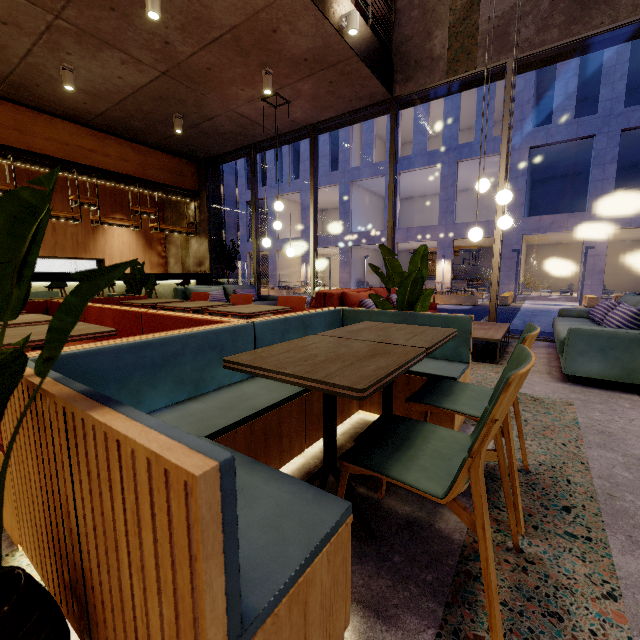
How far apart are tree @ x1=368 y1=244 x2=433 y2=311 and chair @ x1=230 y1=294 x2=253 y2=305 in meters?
1.8

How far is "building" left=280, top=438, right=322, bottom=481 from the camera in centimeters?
179cm

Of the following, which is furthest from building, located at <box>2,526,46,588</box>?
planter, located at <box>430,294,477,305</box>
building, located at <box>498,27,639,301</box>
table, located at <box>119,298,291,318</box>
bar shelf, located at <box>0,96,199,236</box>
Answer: building, located at <box>498,27,639,301</box>

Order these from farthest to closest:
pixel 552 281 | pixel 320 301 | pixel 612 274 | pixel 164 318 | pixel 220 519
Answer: pixel 552 281, pixel 612 274, pixel 320 301, pixel 164 318, pixel 220 519

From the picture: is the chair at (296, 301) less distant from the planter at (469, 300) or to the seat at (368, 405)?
the seat at (368, 405)

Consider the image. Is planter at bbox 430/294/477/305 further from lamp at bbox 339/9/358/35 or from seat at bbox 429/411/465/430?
seat at bbox 429/411/465/430

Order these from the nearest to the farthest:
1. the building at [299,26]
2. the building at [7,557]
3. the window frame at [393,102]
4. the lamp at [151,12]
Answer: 1. the building at [7,557]
2. the lamp at [151,12]
3. the building at [299,26]
4. the window frame at [393,102]

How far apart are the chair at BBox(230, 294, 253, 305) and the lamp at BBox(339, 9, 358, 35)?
4.0m
